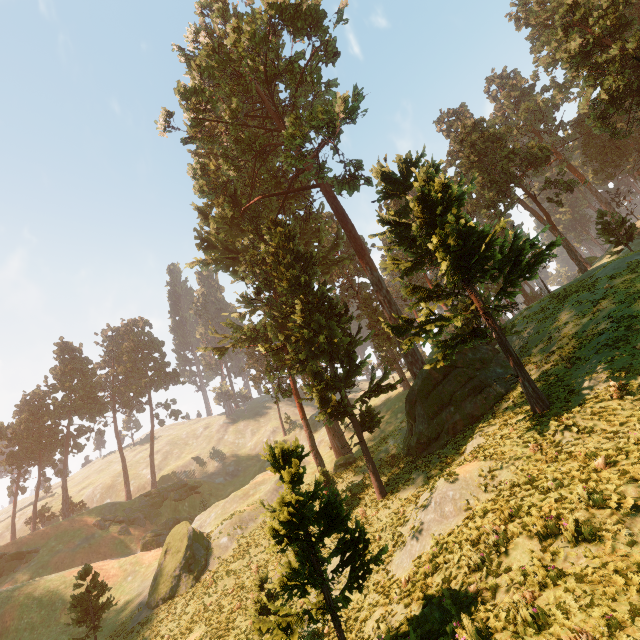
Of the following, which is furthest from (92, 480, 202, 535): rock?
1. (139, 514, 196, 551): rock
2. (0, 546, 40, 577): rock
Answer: (0, 546, 40, 577): rock

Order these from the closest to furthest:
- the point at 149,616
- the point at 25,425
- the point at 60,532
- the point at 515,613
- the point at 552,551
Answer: the point at 515,613 → the point at 552,551 → the point at 149,616 → the point at 60,532 → the point at 25,425

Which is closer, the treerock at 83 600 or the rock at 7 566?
the treerock at 83 600

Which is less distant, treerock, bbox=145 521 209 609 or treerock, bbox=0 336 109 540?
treerock, bbox=145 521 209 609

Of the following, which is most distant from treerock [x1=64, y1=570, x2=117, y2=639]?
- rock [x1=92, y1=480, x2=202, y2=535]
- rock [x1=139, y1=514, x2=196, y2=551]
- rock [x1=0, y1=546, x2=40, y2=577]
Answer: rock [x1=139, y1=514, x2=196, y2=551]

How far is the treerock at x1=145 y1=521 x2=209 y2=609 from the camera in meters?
25.7
